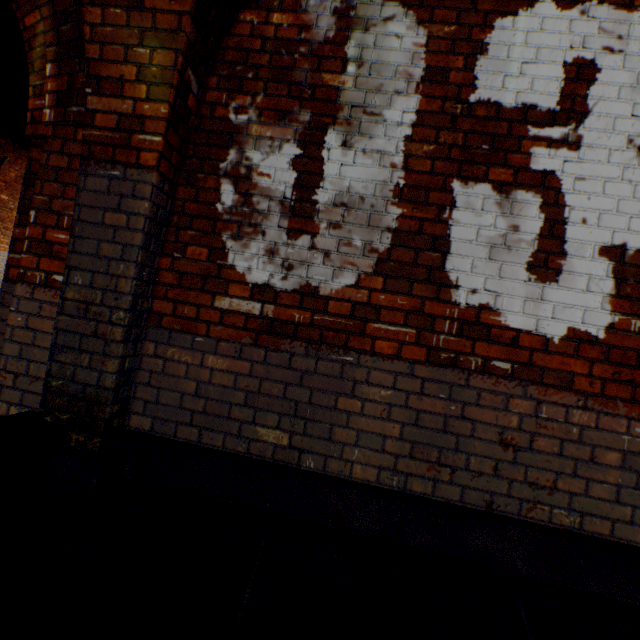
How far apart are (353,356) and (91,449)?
1.6 meters

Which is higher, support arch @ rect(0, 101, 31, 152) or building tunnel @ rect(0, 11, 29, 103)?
building tunnel @ rect(0, 11, 29, 103)

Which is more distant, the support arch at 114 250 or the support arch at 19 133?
the support arch at 19 133

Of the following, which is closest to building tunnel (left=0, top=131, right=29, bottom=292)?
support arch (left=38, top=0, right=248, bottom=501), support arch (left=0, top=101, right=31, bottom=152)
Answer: support arch (left=0, top=101, right=31, bottom=152)

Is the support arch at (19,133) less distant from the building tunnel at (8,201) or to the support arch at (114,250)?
the building tunnel at (8,201)

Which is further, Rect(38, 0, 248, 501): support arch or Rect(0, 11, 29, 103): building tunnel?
Rect(0, 11, 29, 103): building tunnel

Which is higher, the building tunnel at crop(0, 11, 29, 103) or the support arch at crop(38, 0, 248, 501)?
the building tunnel at crop(0, 11, 29, 103)
